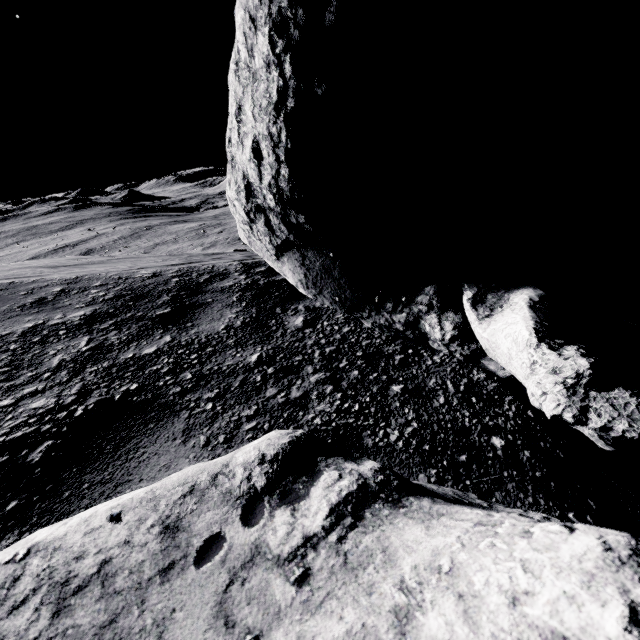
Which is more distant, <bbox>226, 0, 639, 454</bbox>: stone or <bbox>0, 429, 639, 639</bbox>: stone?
<bbox>226, 0, 639, 454</bbox>: stone

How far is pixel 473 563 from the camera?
0.5m

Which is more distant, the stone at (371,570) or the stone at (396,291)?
the stone at (396,291)
